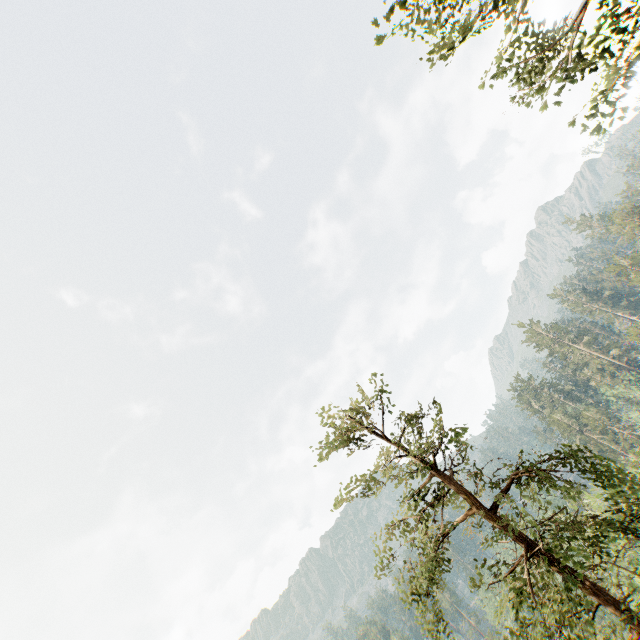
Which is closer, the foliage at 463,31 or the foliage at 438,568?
the foliage at 463,31

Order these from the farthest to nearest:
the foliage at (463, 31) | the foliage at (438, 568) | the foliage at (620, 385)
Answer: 1. the foliage at (620, 385)
2. the foliage at (438, 568)
3. the foliage at (463, 31)

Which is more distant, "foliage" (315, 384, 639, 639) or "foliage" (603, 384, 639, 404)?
"foliage" (603, 384, 639, 404)

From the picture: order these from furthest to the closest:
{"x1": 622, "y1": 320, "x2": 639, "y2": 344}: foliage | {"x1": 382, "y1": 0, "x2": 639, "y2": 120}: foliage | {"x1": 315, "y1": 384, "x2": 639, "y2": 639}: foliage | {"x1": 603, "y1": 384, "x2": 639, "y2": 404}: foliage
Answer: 1. {"x1": 622, "y1": 320, "x2": 639, "y2": 344}: foliage
2. {"x1": 603, "y1": 384, "x2": 639, "y2": 404}: foliage
3. {"x1": 315, "y1": 384, "x2": 639, "y2": 639}: foliage
4. {"x1": 382, "y1": 0, "x2": 639, "y2": 120}: foliage

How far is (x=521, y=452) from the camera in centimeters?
1584cm
